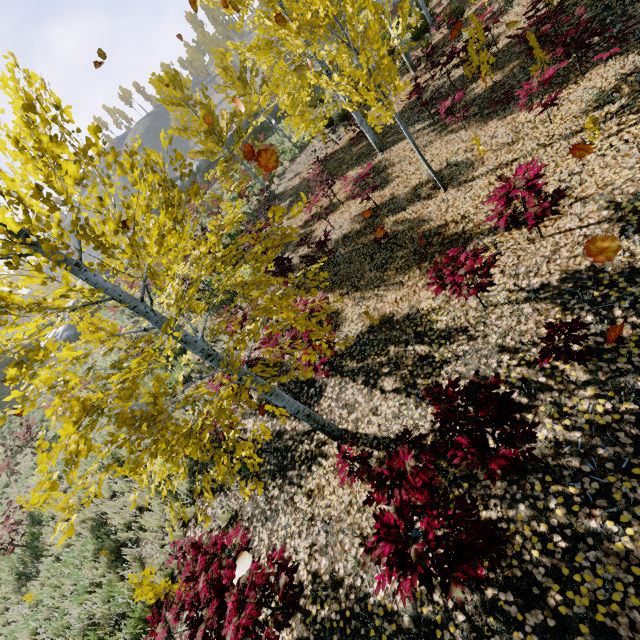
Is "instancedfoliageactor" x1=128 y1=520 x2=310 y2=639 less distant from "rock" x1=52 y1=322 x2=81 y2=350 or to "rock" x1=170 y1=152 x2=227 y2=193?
"rock" x1=170 y1=152 x2=227 y2=193

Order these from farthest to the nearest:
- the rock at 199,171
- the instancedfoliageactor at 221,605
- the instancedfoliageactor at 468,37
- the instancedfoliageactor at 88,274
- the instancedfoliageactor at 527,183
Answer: the rock at 199,171 → the instancedfoliageactor at 468,37 → the instancedfoliageactor at 527,183 → the instancedfoliageactor at 221,605 → the instancedfoliageactor at 88,274

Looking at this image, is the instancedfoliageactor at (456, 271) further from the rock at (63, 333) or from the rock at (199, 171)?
the rock at (63, 333)

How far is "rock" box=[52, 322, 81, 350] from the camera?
26.8m

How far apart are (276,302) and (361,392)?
2.63m

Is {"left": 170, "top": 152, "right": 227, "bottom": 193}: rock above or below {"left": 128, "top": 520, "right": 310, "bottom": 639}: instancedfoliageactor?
above

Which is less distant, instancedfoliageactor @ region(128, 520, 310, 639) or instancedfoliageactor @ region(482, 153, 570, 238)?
instancedfoliageactor @ region(128, 520, 310, 639)

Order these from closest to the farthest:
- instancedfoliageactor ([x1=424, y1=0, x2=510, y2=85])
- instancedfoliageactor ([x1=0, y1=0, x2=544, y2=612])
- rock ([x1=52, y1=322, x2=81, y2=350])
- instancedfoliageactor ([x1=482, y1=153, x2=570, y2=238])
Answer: instancedfoliageactor ([x1=0, y1=0, x2=544, y2=612])
instancedfoliageactor ([x1=482, y1=153, x2=570, y2=238])
instancedfoliageactor ([x1=424, y1=0, x2=510, y2=85])
rock ([x1=52, y1=322, x2=81, y2=350])
